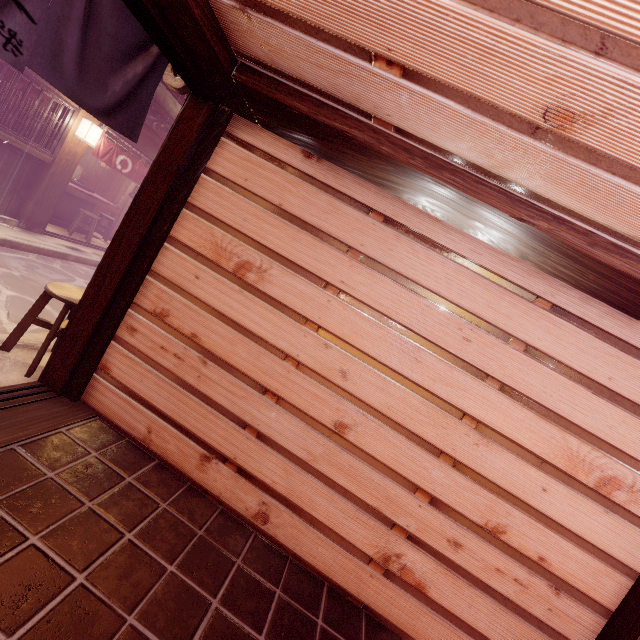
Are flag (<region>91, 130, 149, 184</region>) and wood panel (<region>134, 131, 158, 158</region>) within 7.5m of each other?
yes

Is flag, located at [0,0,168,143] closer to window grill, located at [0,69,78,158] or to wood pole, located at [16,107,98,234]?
window grill, located at [0,69,78,158]

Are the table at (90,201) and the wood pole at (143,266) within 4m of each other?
no

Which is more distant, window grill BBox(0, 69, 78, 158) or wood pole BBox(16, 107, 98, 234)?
wood pole BBox(16, 107, 98, 234)

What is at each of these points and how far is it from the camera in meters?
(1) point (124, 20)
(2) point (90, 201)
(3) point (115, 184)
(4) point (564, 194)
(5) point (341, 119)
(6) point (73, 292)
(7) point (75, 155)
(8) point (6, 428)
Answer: (1) flag, 4.0 m
(2) table, 15.9 m
(3) building, 19.9 m
(4) building, 3.0 m
(5) wood bar, 3.6 m
(6) chair, 5.6 m
(7) wood pole, 12.4 m
(8) wood bar, 4.0 m

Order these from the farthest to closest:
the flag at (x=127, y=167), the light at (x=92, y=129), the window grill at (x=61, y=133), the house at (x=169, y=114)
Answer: the house at (x=169, y=114)
the flag at (x=127, y=167)
the light at (x=92, y=129)
the window grill at (x=61, y=133)

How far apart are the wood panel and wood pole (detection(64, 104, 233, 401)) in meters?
11.8

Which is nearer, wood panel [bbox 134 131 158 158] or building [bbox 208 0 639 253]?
building [bbox 208 0 639 253]
